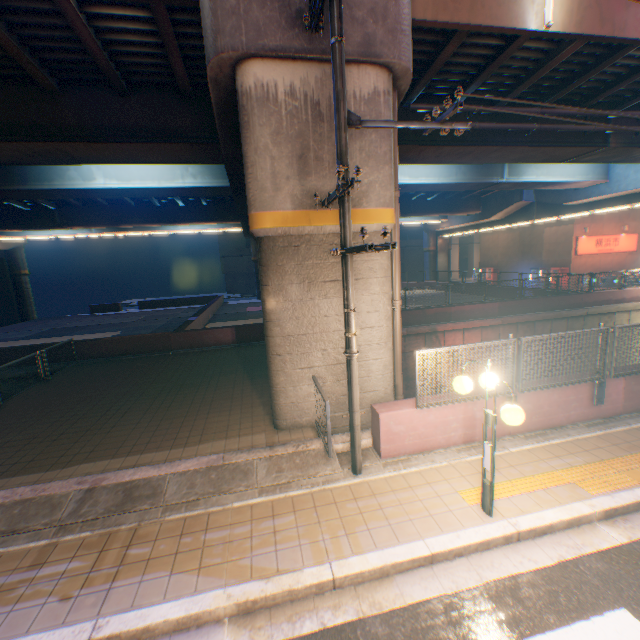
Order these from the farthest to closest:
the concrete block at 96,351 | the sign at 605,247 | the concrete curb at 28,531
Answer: the sign at 605,247, the concrete block at 96,351, the concrete curb at 28,531

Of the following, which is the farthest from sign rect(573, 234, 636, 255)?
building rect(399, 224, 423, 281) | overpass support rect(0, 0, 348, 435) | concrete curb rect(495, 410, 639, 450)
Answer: building rect(399, 224, 423, 281)

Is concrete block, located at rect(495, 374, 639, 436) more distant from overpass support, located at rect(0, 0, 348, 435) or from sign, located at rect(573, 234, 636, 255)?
sign, located at rect(573, 234, 636, 255)

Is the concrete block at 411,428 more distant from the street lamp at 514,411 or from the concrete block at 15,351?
the concrete block at 15,351

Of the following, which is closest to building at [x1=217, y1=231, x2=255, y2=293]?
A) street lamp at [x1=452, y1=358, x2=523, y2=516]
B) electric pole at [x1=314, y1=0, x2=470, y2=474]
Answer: electric pole at [x1=314, y1=0, x2=470, y2=474]

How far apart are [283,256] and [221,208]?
21.43m

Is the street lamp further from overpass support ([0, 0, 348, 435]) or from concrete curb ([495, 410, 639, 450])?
overpass support ([0, 0, 348, 435])

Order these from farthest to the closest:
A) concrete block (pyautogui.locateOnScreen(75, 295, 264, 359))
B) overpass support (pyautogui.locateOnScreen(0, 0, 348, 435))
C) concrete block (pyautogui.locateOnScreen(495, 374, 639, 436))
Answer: concrete block (pyautogui.locateOnScreen(75, 295, 264, 359)), concrete block (pyautogui.locateOnScreen(495, 374, 639, 436)), overpass support (pyautogui.locateOnScreen(0, 0, 348, 435))
